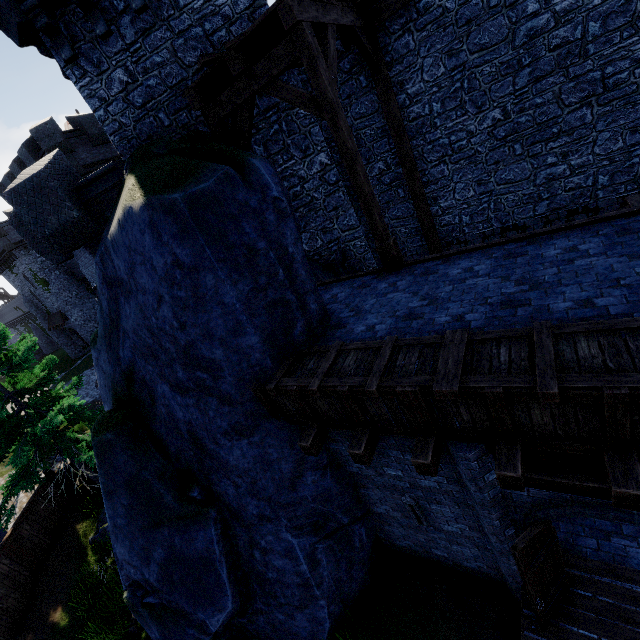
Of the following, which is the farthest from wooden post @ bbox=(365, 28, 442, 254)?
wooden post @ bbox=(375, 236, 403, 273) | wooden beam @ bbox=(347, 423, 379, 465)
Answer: wooden beam @ bbox=(347, 423, 379, 465)

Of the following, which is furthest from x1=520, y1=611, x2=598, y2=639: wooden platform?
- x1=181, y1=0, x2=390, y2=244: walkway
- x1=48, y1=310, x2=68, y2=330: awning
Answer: A: x1=48, y1=310, x2=68, y2=330: awning

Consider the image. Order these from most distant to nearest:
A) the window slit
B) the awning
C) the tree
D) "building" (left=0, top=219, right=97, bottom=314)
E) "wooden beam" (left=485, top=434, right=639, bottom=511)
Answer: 1. the awning
2. "building" (left=0, top=219, right=97, bottom=314)
3. the tree
4. the window slit
5. "wooden beam" (left=485, top=434, right=639, bottom=511)

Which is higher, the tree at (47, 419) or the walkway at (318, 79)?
the walkway at (318, 79)

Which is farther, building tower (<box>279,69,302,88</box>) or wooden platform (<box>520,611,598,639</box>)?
building tower (<box>279,69,302,88</box>)

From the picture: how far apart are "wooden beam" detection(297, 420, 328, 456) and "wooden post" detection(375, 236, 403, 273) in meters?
3.7

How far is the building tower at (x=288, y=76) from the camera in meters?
7.7

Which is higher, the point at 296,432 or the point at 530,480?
the point at 296,432
